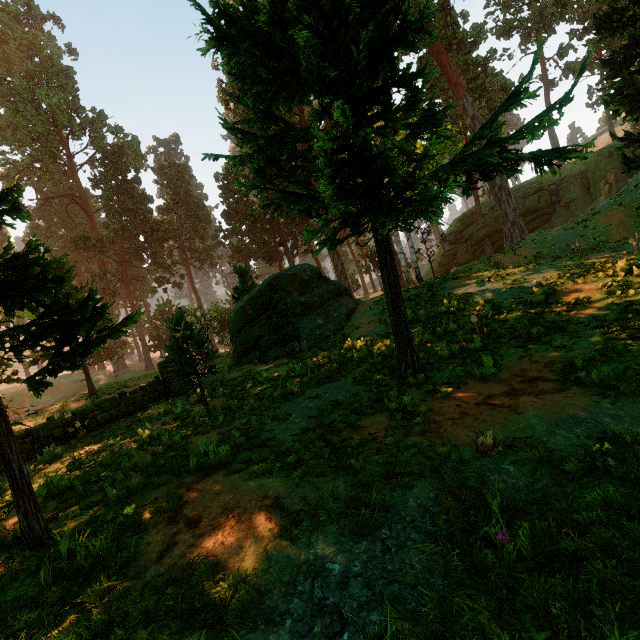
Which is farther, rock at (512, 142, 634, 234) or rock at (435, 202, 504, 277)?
rock at (435, 202, 504, 277)

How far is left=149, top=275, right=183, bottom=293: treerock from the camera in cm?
4391

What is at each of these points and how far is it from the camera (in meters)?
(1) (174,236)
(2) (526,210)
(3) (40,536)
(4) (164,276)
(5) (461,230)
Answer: (1) treerock, 45.75
(2) rock, 34.62
(3) treerock, 4.20
(4) treerock, 45.88
(5) rock, 41.28

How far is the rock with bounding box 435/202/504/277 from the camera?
36.94m

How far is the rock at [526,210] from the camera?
29.91m

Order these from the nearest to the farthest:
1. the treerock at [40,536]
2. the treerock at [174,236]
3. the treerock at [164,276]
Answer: the treerock at [40,536], the treerock at [174,236], the treerock at [164,276]

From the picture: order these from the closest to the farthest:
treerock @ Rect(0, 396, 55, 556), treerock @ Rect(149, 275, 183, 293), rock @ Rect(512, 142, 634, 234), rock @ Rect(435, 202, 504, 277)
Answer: treerock @ Rect(0, 396, 55, 556), rock @ Rect(512, 142, 634, 234), rock @ Rect(435, 202, 504, 277), treerock @ Rect(149, 275, 183, 293)
